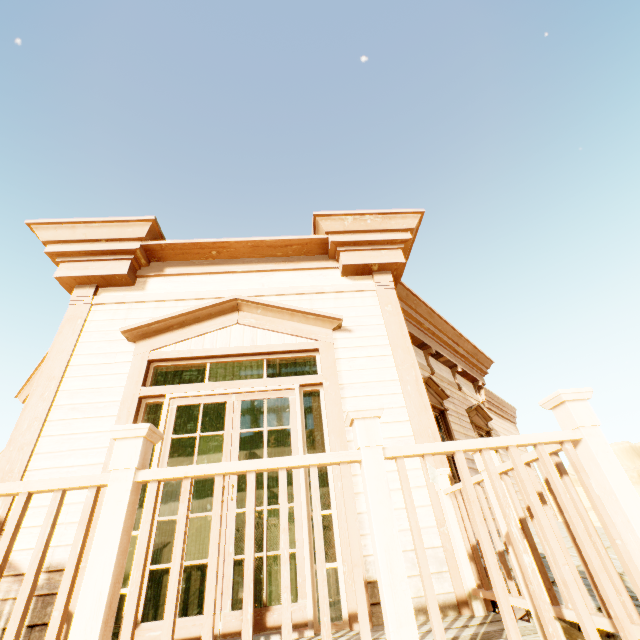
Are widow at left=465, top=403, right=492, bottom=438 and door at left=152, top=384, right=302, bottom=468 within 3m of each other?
no

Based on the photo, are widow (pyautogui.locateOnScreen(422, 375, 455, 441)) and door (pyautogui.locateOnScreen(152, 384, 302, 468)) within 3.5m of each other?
yes

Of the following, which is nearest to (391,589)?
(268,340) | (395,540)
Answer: (395,540)

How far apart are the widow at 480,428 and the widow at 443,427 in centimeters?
112cm

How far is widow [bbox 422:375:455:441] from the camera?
5.89m

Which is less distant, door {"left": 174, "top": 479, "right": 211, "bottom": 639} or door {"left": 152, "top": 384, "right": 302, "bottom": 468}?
door {"left": 174, "top": 479, "right": 211, "bottom": 639}

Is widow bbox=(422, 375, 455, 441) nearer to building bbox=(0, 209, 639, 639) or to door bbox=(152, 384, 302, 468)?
building bbox=(0, 209, 639, 639)

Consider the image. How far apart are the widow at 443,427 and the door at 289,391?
2.4 meters
